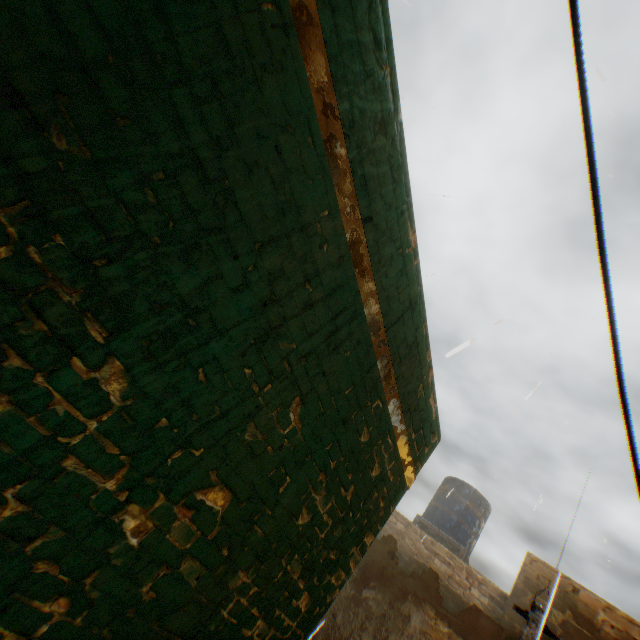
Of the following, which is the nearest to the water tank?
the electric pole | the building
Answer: the building

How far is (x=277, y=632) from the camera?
2.9m

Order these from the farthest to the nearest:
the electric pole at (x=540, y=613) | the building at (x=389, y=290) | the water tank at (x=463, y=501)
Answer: the water tank at (x=463, y=501), the electric pole at (x=540, y=613), the building at (x=389, y=290)

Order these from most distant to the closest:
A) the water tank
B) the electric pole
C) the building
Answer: the water tank, the electric pole, the building

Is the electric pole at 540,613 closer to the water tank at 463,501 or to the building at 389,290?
the building at 389,290

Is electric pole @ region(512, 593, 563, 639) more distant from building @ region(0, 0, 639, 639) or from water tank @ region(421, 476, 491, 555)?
water tank @ region(421, 476, 491, 555)
